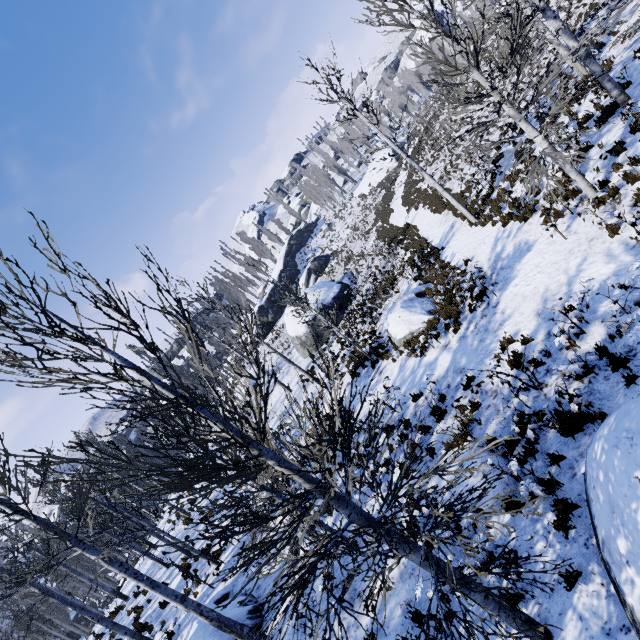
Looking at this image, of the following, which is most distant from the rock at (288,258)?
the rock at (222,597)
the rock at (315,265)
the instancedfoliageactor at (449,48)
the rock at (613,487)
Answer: the rock at (613,487)

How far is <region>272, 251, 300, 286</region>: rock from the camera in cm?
5147

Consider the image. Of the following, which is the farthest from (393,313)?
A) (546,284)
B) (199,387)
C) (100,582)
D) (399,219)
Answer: (199,387)

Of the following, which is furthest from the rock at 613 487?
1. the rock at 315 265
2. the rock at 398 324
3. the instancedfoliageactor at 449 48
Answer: the instancedfoliageactor at 449 48

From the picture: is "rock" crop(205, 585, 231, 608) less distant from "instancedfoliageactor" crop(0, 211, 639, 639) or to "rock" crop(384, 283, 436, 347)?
"rock" crop(384, 283, 436, 347)

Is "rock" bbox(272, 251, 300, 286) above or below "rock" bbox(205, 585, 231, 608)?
above

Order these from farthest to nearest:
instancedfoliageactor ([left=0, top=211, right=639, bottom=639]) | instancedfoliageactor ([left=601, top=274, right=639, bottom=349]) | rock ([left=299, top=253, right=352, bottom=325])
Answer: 1. rock ([left=299, top=253, right=352, bottom=325])
2. instancedfoliageactor ([left=601, top=274, right=639, bottom=349])
3. instancedfoliageactor ([left=0, top=211, right=639, bottom=639])

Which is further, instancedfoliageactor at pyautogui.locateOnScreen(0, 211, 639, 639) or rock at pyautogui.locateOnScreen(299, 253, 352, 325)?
rock at pyautogui.locateOnScreen(299, 253, 352, 325)
